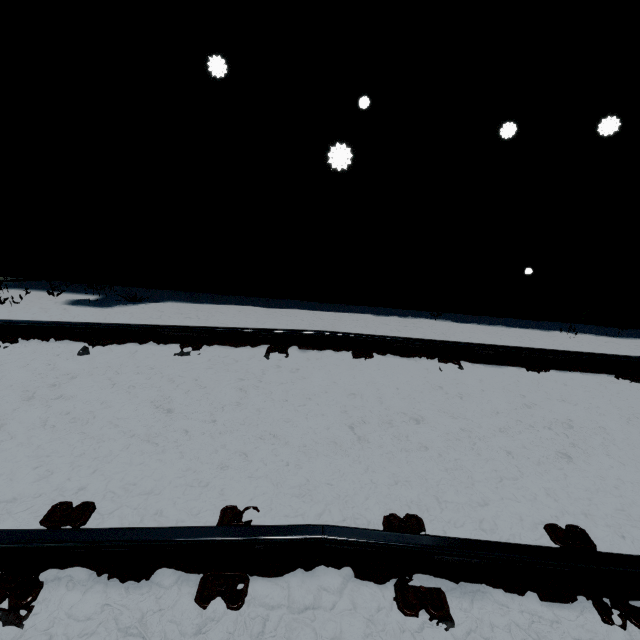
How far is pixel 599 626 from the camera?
1.30m
